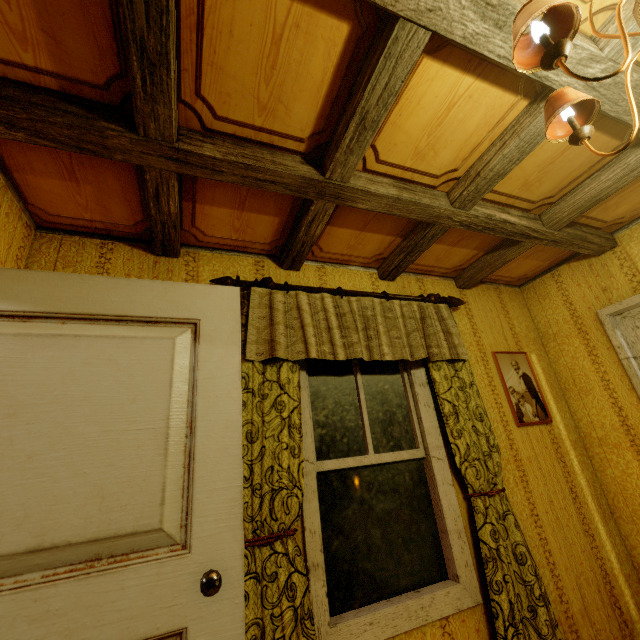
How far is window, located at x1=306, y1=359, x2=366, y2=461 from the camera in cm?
208

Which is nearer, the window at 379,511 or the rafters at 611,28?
the rafters at 611,28

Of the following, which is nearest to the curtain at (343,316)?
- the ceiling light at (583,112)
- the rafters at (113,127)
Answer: the rafters at (113,127)

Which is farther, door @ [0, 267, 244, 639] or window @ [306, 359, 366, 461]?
window @ [306, 359, 366, 461]

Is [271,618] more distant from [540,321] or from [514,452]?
[540,321]

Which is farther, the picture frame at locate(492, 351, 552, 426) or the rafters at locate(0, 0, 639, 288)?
the picture frame at locate(492, 351, 552, 426)

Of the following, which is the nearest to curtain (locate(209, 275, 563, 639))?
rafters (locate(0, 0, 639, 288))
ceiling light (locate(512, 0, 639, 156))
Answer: rafters (locate(0, 0, 639, 288))

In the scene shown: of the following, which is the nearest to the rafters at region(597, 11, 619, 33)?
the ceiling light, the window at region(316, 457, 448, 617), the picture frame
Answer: the ceiling light
